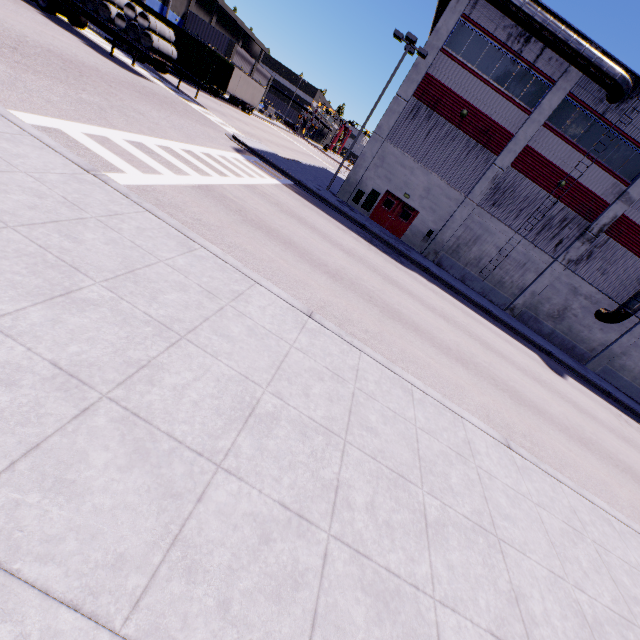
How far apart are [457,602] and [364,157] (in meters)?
24.64

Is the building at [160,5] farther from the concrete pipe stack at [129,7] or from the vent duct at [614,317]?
the concrete pipe stack at [129,7]

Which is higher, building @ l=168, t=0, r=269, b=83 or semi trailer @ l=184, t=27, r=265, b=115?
building @ l=168, t=0, r=269, b=83

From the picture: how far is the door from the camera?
24.0 meters

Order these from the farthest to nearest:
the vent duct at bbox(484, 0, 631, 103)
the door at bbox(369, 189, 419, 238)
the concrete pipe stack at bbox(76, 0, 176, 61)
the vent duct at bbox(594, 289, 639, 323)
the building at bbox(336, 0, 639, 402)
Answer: the door at bbox(369, 189, 419, 238)
the vent duct at bbox(594, 289, 639, 323)
the building at bbox(336, 0, 639, 402)
the concrete pipe stack at bbox(76, 0, 176, 61)
the vent duct at bbox(484, 0, 631, 103)

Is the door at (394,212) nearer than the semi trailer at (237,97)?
Yes

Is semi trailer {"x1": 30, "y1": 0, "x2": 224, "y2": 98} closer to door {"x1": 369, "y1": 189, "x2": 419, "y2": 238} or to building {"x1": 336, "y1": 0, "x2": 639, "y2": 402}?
building {"x1": 336, "y1": 0, "x2": 639, "y2": 402}

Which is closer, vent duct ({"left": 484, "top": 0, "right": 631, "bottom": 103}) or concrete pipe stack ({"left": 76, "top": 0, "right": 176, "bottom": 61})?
vent duct ({"left": 484, "top": 0, "right": 631, "bottom": 103})
